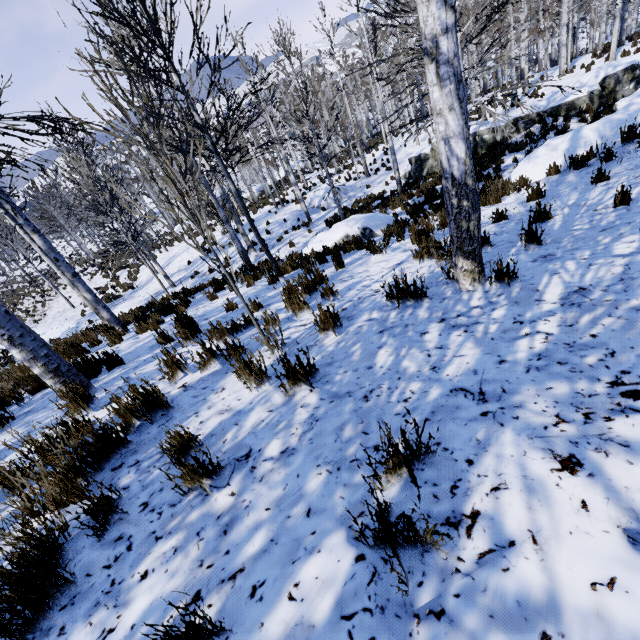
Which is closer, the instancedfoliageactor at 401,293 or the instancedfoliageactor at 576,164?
the instancedfoliageactor at 401,293

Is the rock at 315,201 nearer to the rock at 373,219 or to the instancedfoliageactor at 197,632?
the instancedfoliageactor at 197,632

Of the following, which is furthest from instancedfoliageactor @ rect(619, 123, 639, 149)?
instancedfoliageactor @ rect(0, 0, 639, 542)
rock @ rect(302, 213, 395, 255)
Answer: instancedfoliageactor @ rect(0, 0, 639, 542)

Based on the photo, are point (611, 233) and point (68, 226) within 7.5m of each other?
no

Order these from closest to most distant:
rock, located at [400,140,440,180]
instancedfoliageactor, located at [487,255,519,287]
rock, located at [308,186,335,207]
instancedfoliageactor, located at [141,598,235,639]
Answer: instancedfoliageactor, located at [141,598,235,639], instancedfoliageactor, located at [487,255,519,287], rock, located at [400,140,440,180], rock, located at [308,186,335,207]

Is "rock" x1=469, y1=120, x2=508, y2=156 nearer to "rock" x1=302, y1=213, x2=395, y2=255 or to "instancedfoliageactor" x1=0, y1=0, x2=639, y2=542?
"instancedfoliageactor" x1=0, y1=0, x2=639, y2=542

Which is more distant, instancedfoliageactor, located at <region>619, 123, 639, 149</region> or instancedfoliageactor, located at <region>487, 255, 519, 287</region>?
instancedfoliageactor, located at <region>619, 123, 639, 149</region>
